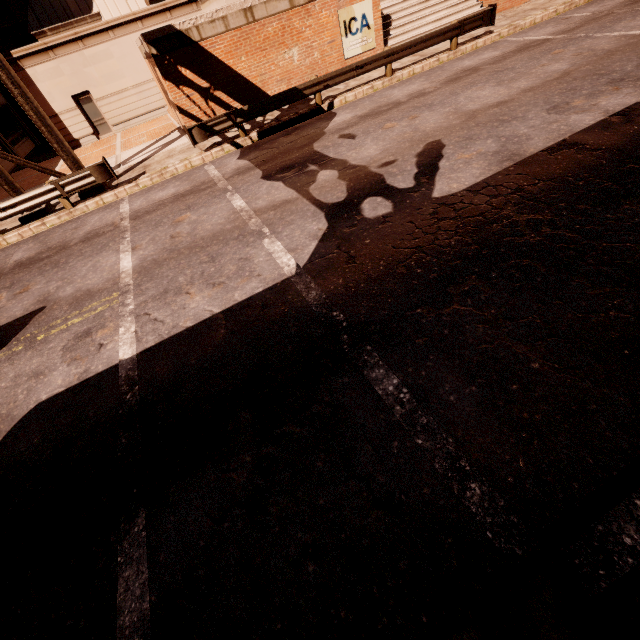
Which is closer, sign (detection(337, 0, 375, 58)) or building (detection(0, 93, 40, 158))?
sign (detection(337, 0, 375, 58))

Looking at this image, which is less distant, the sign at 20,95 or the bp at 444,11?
the sign at 20,95

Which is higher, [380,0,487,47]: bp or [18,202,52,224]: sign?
[380,0,487,47]: bp

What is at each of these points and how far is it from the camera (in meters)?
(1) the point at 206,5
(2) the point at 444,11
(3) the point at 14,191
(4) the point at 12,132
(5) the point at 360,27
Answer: (1) planter, 15.61
(2) bp, 17.25
(3) sign, 11.32
(4) building, 24.22
(5) sign, 14.91

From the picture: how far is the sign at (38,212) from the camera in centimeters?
1166cm

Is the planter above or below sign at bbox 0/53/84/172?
above

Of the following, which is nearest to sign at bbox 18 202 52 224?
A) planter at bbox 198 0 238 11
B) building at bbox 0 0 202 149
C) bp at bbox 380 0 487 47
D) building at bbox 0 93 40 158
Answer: building at bbox 0 93 40 158

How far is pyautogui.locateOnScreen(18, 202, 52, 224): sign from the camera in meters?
11.7 m
